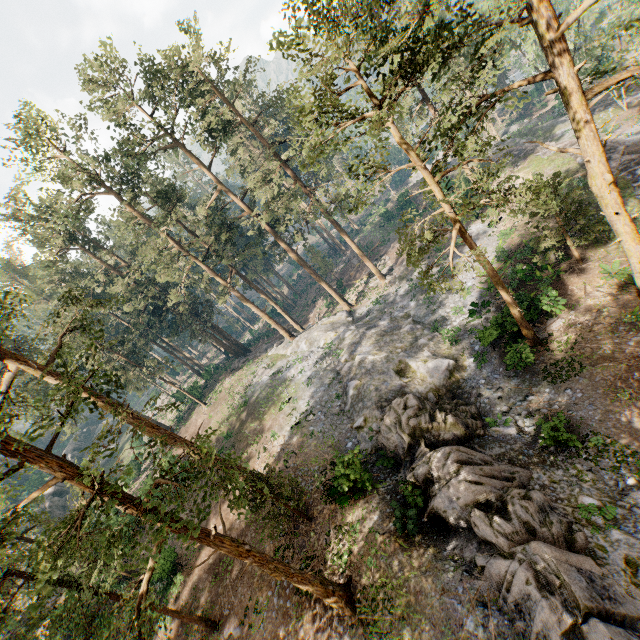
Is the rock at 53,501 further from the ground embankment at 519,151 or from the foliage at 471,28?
the ground embankment at 519,151

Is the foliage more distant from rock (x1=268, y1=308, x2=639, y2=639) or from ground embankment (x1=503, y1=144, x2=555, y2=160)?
ground embankment (x1=503, y1=144, x2=555, y2=160)

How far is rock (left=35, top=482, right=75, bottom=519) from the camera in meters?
45.7 m

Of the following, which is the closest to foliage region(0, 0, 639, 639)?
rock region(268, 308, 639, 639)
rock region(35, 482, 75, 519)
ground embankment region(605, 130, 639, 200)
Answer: rock region(268, 308, 639, 639)

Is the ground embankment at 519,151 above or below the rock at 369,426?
below

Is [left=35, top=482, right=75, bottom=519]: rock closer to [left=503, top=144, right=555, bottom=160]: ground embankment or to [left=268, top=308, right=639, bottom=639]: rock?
[left=268, top=308, right=639, bottom=639]: rock

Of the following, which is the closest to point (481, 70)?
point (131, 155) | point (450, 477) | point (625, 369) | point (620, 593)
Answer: point (450, 477)
